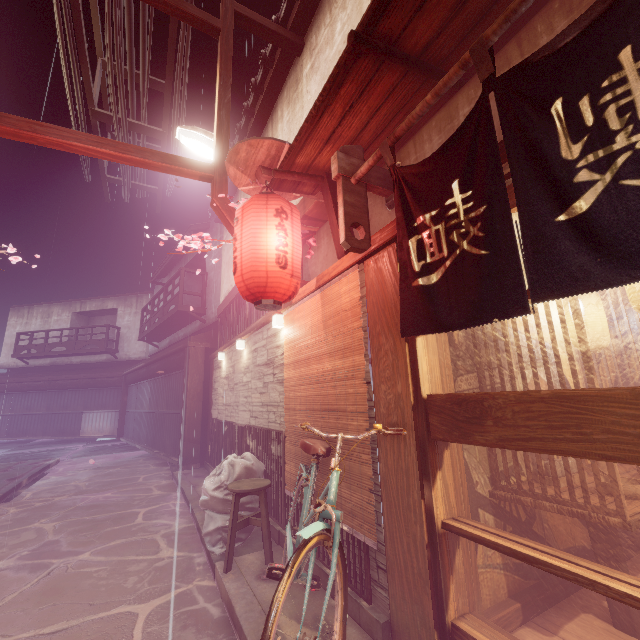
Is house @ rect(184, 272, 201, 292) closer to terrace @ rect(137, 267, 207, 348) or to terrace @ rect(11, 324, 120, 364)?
terrace @ rect(137, 267, 207, 348)

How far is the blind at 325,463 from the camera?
5.5 meters

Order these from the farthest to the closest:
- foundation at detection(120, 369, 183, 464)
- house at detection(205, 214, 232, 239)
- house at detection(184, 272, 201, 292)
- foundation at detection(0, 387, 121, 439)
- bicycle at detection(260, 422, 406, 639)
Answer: foundation at detection(0, 387, 121, 439), house at detection(184, 272, 201, 292), foundation at detection(120, 369, 183, 464), house at detection(205, 214, 232, 239), bicycle at detection(260, 422, 406, 639)

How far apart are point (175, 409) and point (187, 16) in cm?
1729

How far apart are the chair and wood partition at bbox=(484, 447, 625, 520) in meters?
4.2 m

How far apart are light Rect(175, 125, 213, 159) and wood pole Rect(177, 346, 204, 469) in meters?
10.2

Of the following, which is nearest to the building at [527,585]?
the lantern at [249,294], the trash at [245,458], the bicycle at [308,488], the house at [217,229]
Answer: the bicycle at [308,488]

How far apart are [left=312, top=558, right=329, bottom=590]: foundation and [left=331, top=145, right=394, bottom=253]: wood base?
4.84m
